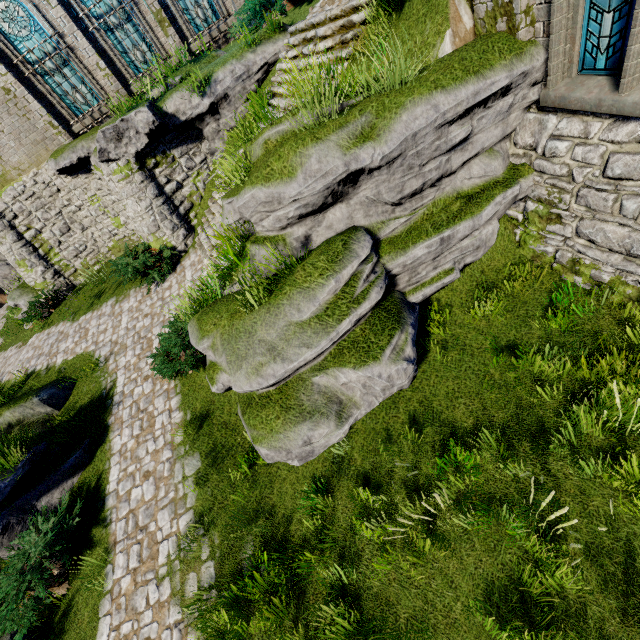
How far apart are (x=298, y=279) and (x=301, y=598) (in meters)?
4.72

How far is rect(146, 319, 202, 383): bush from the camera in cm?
758

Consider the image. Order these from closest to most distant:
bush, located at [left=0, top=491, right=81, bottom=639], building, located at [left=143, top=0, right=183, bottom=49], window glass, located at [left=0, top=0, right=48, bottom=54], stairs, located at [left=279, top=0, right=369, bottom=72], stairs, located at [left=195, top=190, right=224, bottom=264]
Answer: bush, located at [left=0, top=491, right=81, bottom=639] < stairs, located at [left=279, top=0, right=369, bottom=72] < stairs, located at [left=195, top=190, right=224, bottom=264] < window glass, located at [left=0, top=0, right=48, bottom=54] < building, located at [left=143, top=0, right=183, bottom=49]

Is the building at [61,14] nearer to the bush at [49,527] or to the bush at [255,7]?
the bush at [255,7]

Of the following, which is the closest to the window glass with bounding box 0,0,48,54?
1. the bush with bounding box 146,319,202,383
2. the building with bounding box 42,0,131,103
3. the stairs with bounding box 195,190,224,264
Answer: the building with bounding box 42,0,131,103

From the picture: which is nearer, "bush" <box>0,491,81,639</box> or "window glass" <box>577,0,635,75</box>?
"window glass" <box>577,0,635,75</box>

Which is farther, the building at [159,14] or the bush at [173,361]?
the building at [159,14]

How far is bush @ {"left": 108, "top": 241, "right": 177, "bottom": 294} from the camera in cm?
1136
